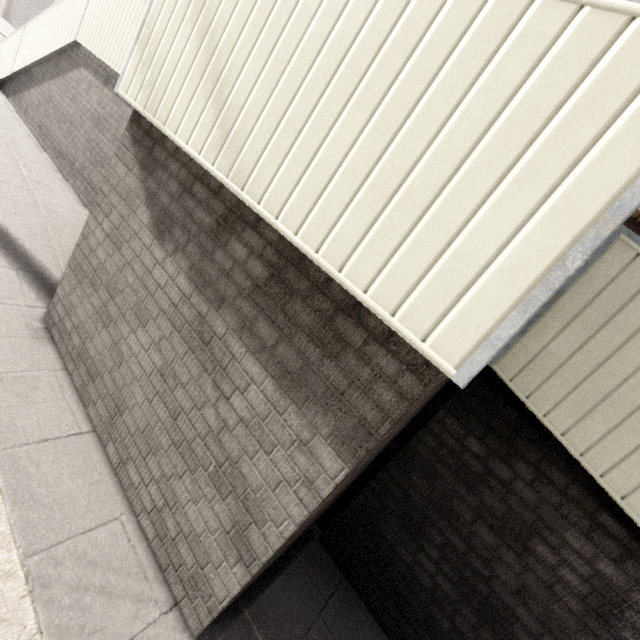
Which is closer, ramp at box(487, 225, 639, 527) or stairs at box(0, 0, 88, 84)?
ramp at box(487, 225, 639, 527)

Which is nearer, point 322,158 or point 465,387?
point 322,158

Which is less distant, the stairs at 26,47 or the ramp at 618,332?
the ramp at 618,332
